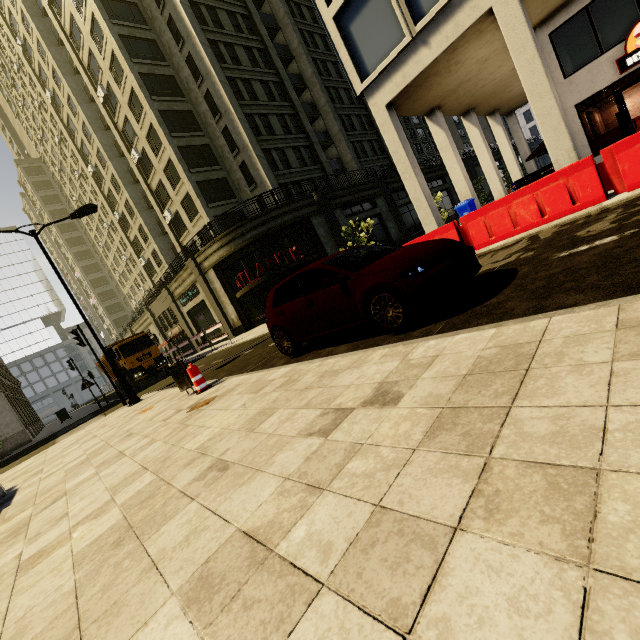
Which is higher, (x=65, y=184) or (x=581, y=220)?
(x=65, y=184)

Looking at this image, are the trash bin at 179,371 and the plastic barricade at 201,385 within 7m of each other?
yes

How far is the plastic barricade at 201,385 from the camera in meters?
7.4

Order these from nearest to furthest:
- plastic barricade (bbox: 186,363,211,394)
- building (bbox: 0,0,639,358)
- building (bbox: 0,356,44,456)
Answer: plastic barricade (bbox: 186,363,211,394) < building (bbox: 0,0,639,358) < building (bbox: 0,356,44,456)

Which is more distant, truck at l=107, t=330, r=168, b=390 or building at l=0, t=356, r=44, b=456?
building at l=0, t=356, r=44, b=456

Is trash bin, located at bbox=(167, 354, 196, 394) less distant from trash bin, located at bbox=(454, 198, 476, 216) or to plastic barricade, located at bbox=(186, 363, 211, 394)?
plastic barricade, located at bbox=(186, 363, 211, 394)

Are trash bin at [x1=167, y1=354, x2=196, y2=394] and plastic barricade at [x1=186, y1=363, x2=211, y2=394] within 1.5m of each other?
yes

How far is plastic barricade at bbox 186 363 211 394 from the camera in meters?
7.4 m
